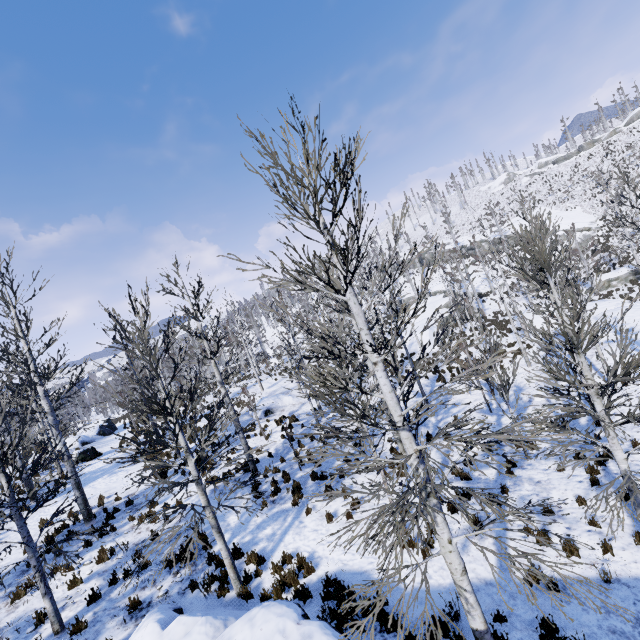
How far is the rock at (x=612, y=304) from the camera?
21.1 meters

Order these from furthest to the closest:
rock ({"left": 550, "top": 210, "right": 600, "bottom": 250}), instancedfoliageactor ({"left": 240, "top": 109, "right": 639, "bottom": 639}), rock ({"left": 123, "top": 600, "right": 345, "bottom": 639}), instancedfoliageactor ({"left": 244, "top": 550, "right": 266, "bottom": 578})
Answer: rock ({"left": 550, "top": 210, "right": 600, "bottom": 250})
instancedfoliageactor ({"left": 244, "top": 550, "right": 266, "bottom": 578})
rock ({"left": 123, "top": 600, "right": 345, "bottom": 639})
instancedfoliageactor ({"left": 240, "top": 109, "right": 639, "bottom": 639})

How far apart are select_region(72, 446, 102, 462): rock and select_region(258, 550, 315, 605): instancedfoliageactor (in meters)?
16.79

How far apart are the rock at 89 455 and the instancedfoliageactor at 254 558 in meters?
16.8

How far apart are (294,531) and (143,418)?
5.7 meters

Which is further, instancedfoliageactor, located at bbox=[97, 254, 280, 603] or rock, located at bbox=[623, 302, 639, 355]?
rock, located at bbox=[623, 302, 639, 355]

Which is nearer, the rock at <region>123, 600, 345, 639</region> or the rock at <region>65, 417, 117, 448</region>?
the rock at <region>123, 600, 345, 639</region>
